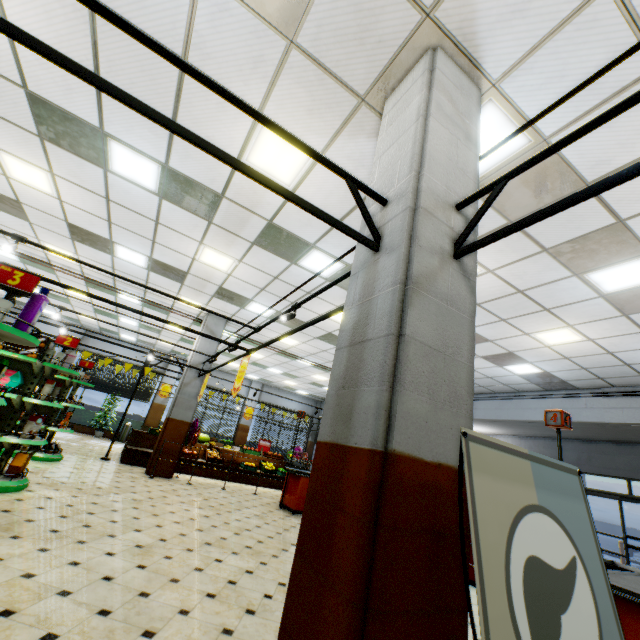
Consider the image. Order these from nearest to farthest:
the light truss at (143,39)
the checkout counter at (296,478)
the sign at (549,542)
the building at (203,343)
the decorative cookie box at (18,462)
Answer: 1. the sign at (549,542)
2. the light truss at (143,39)
3. the decorative cookie box at (18,462)
4. the checkout counter at (296,478)
5. the building at (203,343)

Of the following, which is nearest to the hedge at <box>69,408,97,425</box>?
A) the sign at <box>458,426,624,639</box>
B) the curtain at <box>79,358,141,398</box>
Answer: the curtain at <box>79,358,141,398</box>

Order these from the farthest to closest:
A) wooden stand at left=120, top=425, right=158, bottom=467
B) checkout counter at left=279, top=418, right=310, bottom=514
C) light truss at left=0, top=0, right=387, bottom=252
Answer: wooden stand at left=120, top=425, right=158, bottom=467, checkout counter at left=279, top=418, right=310, bottom=514, light truss at left=0, top=0, right=387, bottom=252

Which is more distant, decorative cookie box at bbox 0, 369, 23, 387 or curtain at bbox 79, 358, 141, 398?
curtain at bbox 79, 358, 141, 398

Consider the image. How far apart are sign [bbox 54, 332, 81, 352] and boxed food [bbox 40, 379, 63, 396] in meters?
0.6

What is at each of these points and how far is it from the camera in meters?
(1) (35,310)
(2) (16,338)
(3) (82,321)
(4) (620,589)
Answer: (1) shampoo, 3.2
(2) shelf, 3.0
(3) building, 15.8
(4) checkout counter, 2.8

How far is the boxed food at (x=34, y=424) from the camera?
5.1m

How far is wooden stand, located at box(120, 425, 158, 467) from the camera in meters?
9.9
